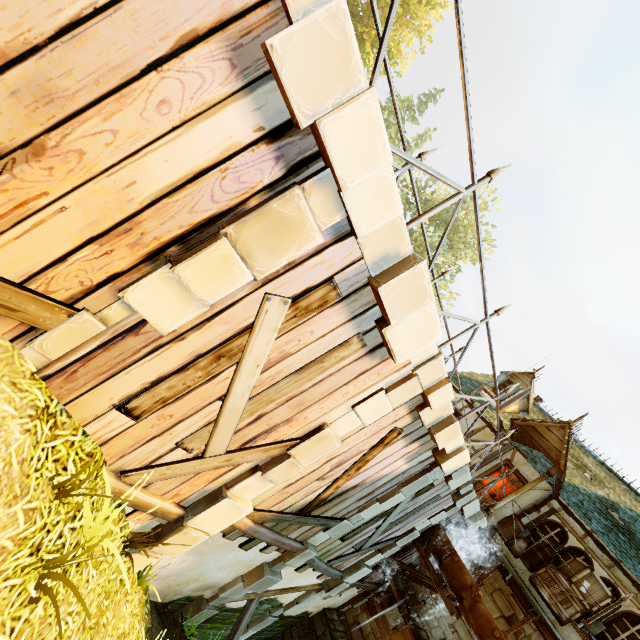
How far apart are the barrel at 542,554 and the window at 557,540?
0.2m

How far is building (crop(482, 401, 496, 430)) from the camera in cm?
1360

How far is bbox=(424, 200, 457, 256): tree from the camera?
31.1m

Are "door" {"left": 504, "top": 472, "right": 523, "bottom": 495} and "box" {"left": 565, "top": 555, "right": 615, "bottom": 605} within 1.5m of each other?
no

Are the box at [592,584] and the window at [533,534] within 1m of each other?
yes

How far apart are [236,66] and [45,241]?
1.91m

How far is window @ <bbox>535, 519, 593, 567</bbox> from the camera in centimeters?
1001cm

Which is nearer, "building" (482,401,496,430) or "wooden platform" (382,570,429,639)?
"wooden platform" (382,570,429,639)
